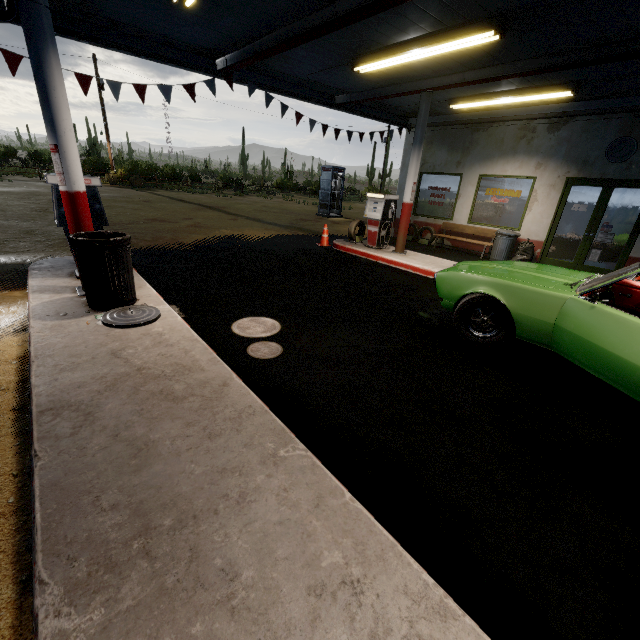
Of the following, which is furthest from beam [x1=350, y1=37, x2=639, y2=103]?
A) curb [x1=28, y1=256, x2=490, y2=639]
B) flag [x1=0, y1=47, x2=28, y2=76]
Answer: curb [x1=28, y1=256, x2=490, y2=639]

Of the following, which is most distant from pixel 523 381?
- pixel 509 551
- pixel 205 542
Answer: pixel 205 542

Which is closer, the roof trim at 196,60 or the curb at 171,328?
the curb at 171,328

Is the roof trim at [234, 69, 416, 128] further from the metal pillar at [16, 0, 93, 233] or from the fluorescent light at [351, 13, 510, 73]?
the fluorescent light at [351, 13, 510, 73]

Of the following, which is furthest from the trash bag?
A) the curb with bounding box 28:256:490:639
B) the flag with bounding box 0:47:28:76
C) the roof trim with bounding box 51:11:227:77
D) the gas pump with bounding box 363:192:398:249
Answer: the curb with bounding box 28:256:490:639

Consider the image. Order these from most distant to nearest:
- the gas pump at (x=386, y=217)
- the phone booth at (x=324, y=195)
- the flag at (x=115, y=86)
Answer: the phone booth at (x=324, y=195), the gas pump at (x=386, y=217), the flag at (x=115, y=86)

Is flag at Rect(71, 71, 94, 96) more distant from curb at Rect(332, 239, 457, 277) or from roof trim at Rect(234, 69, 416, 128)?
curb at Rect(332, 239, 457, 277)

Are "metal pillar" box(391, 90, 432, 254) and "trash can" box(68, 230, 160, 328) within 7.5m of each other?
yes
